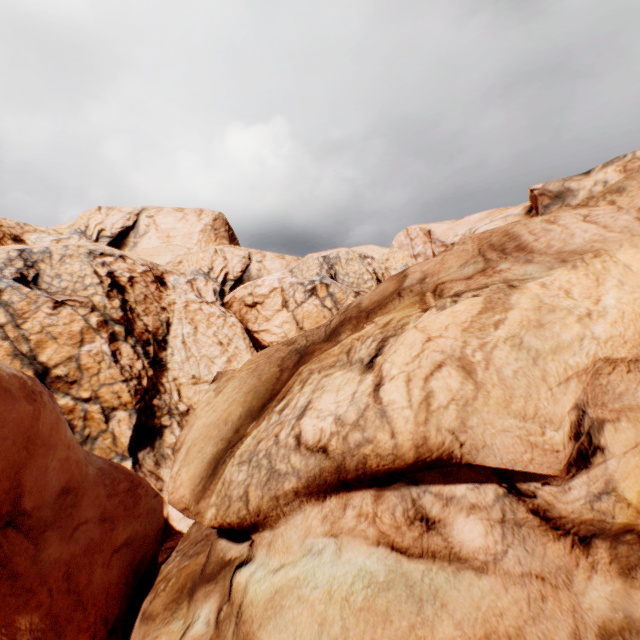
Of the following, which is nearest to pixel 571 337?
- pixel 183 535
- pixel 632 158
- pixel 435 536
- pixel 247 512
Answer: pixel 435 536
